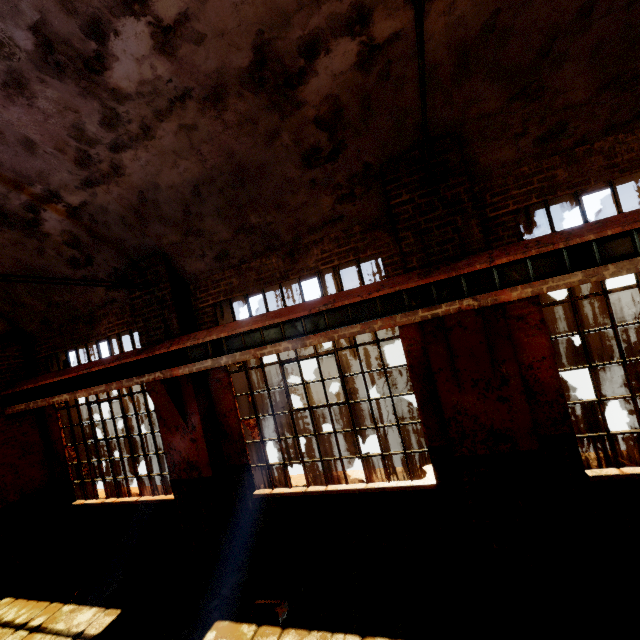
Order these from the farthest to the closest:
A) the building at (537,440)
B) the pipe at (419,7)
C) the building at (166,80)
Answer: the building at (537,440), the building at (166,80), the pipe at (419,7)

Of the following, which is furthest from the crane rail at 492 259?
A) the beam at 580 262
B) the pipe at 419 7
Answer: the pipe at 419 7

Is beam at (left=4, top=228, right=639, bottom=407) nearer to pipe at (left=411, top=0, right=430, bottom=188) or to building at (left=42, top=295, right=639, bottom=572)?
building at (left=42, top=295, right=639, bottom=572)

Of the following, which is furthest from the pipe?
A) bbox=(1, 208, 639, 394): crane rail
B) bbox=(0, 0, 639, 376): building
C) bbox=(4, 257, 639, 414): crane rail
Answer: bbox=(4, 257, 639, 414): crane rail

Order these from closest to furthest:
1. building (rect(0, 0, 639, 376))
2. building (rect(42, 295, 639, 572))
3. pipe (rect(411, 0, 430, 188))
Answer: pipe (rect(411, 0, 430, 188)) → building (rect(0, 0, 639, 376)) → building (rect(42, 295, 639, 572))

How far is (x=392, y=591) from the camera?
4.2 meters

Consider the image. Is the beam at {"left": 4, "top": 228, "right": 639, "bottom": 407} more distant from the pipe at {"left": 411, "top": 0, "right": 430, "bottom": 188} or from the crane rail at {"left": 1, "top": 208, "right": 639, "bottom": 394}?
the pipe at {"left": 411, "top": 0, "right": 430, "bottom": 188}

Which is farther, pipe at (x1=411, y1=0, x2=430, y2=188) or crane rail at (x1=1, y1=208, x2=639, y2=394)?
crane rail at (x1=1, y1=208, x2=639, y2=394)
